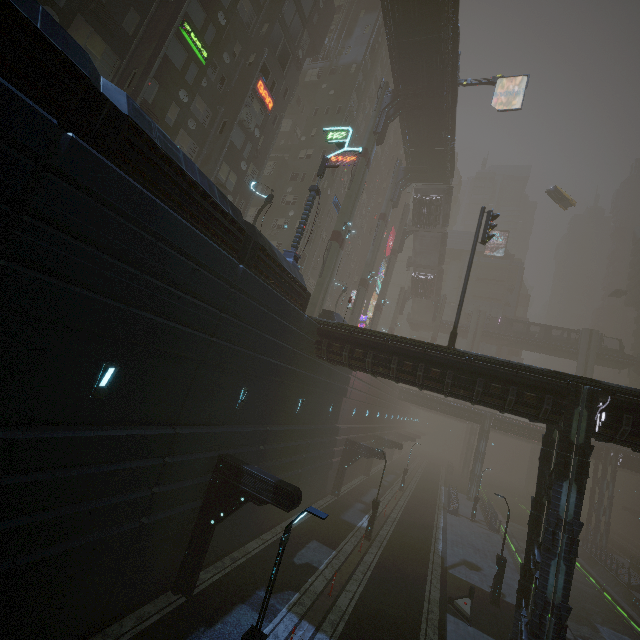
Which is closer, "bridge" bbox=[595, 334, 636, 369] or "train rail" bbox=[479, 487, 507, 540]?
"train rail" bbox=[479, 487, 507, 540]

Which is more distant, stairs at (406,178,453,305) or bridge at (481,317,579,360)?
bridge at (481,317,579,360)

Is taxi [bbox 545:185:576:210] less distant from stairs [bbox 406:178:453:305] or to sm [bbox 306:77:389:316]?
stairs [bbox 406:178:453:305]

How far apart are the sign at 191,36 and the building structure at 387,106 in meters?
16.6 m

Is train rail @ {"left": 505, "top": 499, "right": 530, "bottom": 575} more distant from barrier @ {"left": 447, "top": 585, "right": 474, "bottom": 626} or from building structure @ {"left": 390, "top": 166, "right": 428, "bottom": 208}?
building structure @ {"left": 390, "top": 166, "right": 428, "bottom": 208}

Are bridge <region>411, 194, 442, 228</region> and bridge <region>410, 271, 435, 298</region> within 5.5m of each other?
no

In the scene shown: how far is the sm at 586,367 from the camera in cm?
5056

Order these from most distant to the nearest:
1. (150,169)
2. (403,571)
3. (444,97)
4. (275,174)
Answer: (275,174), (444,97), (403,571), (150,169)
